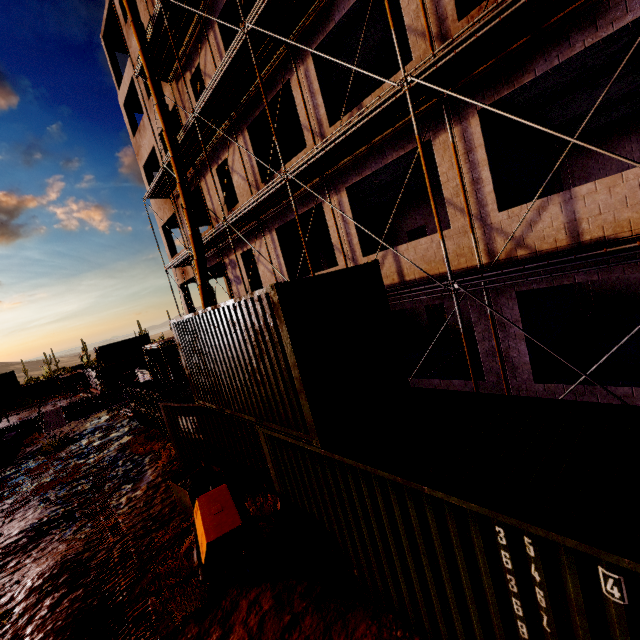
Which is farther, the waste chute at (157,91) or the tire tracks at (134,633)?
the waste chute at (157,91)

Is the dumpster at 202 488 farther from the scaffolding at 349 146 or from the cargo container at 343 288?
the scaffolding at 349 146

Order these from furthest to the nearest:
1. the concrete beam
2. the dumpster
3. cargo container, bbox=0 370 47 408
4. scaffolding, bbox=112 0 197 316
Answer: cargo container, bbox=0 370 47 408
the concrete beam
scaffolding, bbox=112 0 197 316
the dumpster

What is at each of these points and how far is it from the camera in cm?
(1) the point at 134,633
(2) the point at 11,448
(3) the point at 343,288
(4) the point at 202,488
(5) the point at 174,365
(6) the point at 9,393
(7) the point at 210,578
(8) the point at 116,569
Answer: (1) tire tracks, 566
(2) concrete beam, 1889
(3) cargo container, 568
(4) dumpster, 845
(5) fence, 2930
(6) cargo container, 4412
(7) mobile generator, 548
(8) tire tracks, 715

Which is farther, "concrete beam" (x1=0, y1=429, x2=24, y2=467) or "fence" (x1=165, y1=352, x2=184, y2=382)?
"fence" (x1=165, y1=352, x2=184, y2=382)

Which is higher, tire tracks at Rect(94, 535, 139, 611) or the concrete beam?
the concrete beam

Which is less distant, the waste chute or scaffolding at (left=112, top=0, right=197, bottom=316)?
the waste chute

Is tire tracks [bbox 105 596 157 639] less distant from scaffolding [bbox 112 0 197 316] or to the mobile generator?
the mobile generator
